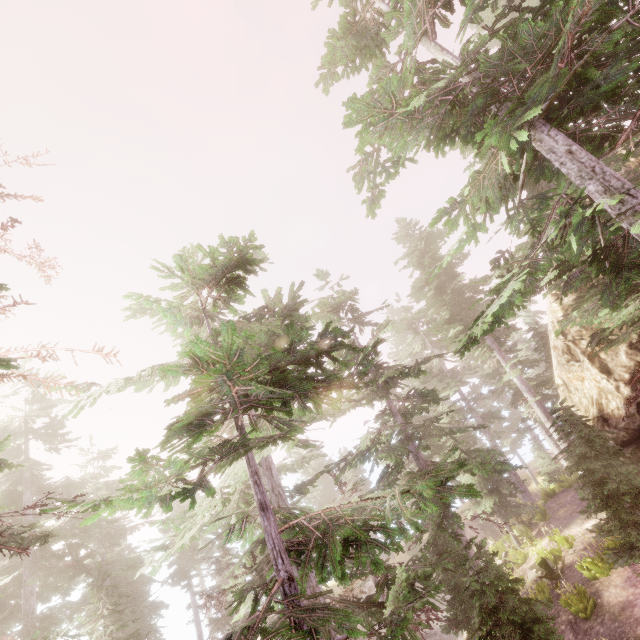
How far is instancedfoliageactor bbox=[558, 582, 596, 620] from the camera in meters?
11.5 m

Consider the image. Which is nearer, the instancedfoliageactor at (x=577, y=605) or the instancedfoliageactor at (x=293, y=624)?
the instancedfoliageactor at (x=293, y=624)

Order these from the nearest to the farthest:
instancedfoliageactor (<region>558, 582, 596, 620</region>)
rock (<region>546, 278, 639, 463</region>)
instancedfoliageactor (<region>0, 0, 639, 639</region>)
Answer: instancedfoliageactor (<region>0, 0, 639, 639</region>) < instancedfoliageactor (<region>558, 582, 596, 620</region>) < rock (<region>546, 278, 639, 463</region>)

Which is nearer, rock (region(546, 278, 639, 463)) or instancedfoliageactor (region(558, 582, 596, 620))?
instancedfoliageactor (region(558, 582, 596, 620))

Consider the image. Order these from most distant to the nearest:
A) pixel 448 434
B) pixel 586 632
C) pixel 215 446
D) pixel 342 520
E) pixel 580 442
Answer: pixel 342 520 → pixel 448 434 → pixel 580 442 → pixel 586 632 → pixel 215 446

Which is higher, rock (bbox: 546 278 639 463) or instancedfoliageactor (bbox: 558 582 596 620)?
rock (bbox: 546 278 639 463)

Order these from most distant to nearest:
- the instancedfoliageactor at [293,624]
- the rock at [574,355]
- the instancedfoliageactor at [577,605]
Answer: the rock at [574,355], the instancedfoliageactor at [577,605], the instancedfoliageactor at [293,624]
